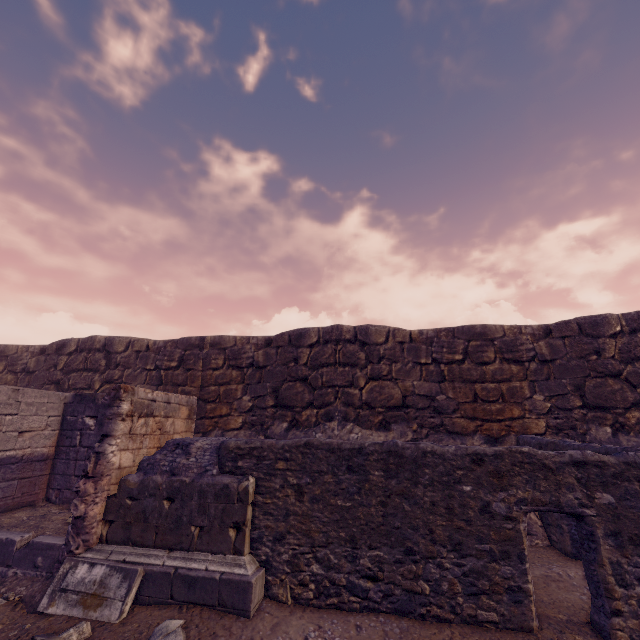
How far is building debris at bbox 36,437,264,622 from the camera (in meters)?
3.91

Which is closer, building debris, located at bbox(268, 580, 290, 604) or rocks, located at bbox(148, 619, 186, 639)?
rocks, located at bbox(148, 619, 186, 639)

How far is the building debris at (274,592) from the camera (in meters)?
4.04

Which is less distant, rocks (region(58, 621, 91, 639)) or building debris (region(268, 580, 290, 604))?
rocks (region(58, 621, 91, 639))

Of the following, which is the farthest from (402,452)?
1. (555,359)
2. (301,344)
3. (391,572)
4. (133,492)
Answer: (555,359)
